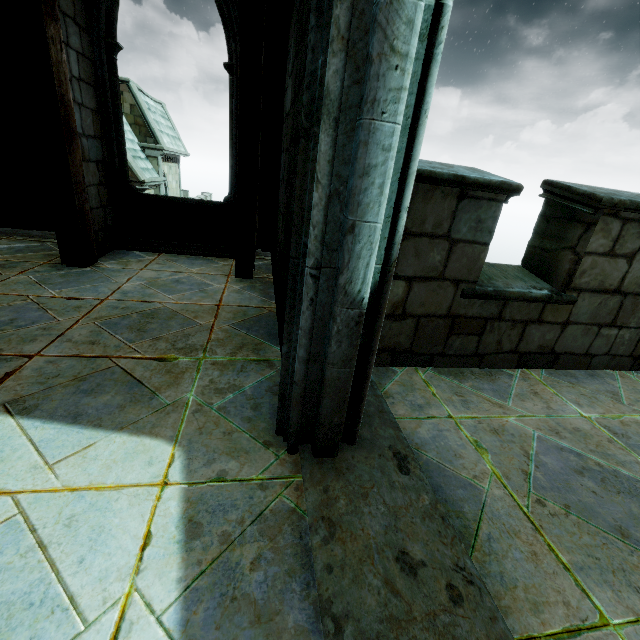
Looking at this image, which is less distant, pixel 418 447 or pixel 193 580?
pixel 193 580
